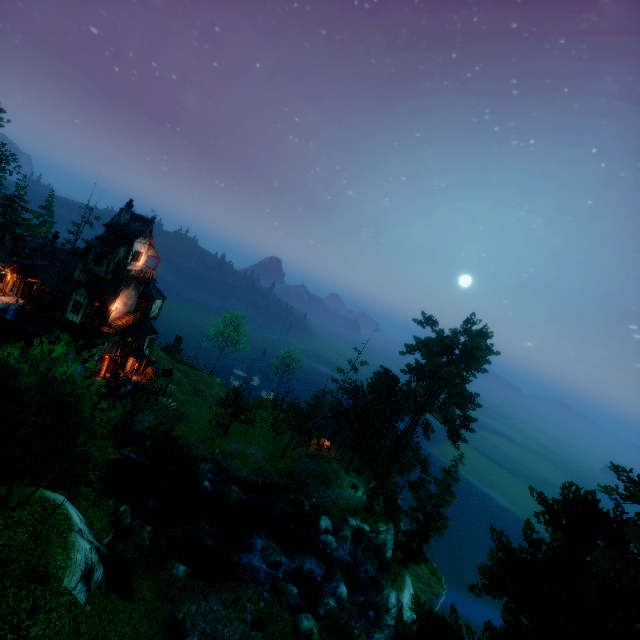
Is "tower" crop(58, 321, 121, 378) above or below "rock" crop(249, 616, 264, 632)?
above

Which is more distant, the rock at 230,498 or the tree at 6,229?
the tree at 6,229

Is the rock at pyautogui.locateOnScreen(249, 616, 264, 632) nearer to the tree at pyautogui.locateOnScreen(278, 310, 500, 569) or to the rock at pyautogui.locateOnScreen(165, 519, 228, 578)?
the rock at pyautogui.locateOnScreen(165, 519, 228, 578)

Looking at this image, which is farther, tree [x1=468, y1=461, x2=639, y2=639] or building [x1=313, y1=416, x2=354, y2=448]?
building [x1=313, y1=416, x2=354, y2=448]

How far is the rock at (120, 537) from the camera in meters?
21.3 m

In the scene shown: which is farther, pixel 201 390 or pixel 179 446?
pixel 201 390

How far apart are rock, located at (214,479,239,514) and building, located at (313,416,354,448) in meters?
13.6

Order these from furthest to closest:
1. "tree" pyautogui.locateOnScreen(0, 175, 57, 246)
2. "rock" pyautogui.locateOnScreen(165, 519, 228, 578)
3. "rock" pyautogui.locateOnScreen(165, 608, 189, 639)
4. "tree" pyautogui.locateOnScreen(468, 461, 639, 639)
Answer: "tree" pyautogui.locateOnScreen(0, 175, 57, 246) → "rock" pyautogui.locateOnScreen(165, 519, 228, 578) → "rock" pyautogui.locateOnScreen(165, 608, 189, 639) → "tree" pyautogui.locateOnScreen(468, 461, 639, 639)
